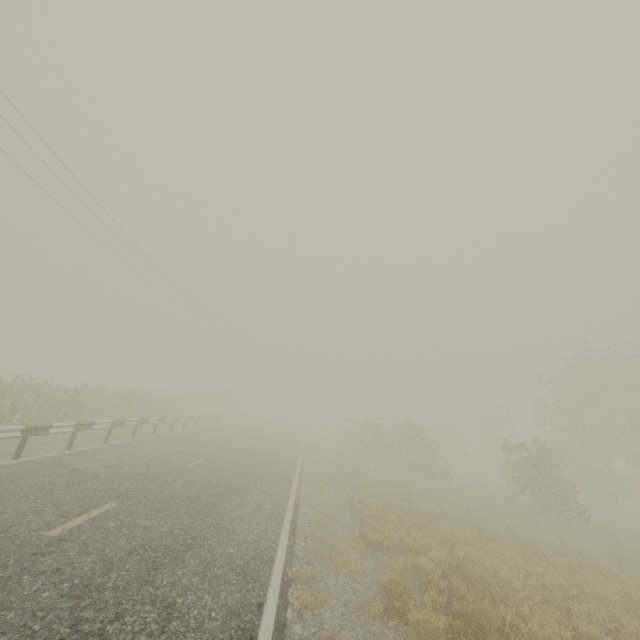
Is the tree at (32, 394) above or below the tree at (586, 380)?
below

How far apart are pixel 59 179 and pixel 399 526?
21.5m

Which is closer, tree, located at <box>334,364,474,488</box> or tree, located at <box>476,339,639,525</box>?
tree, located at <box>476,339,639,525</box>

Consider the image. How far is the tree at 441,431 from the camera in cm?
2028

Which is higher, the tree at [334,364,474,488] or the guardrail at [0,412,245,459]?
the tree at [334,364,474,488]

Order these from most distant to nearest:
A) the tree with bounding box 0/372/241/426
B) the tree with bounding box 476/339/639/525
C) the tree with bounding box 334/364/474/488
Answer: the tree with bounding box 334/364/474/488, the tree with bounding box 476/339/639/525, the tree with bounding box 0/372/241/426

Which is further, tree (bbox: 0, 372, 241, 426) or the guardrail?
tree (bbox: 0, 372, 241, 426)
